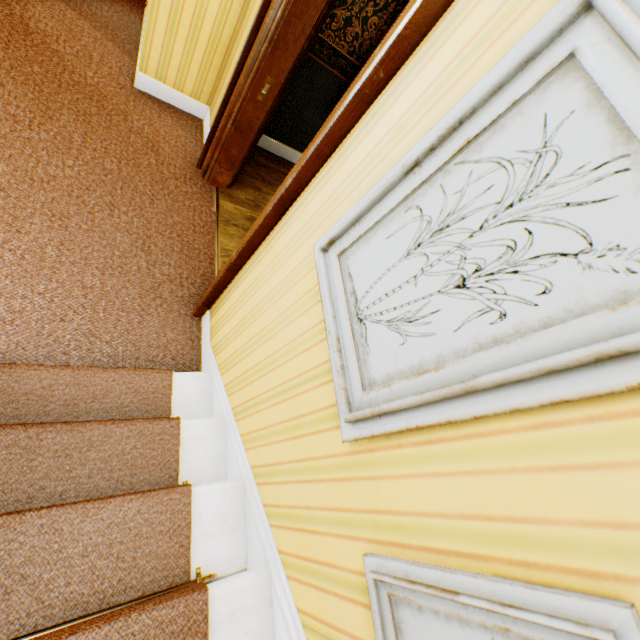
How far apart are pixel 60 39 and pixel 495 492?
4.4m
